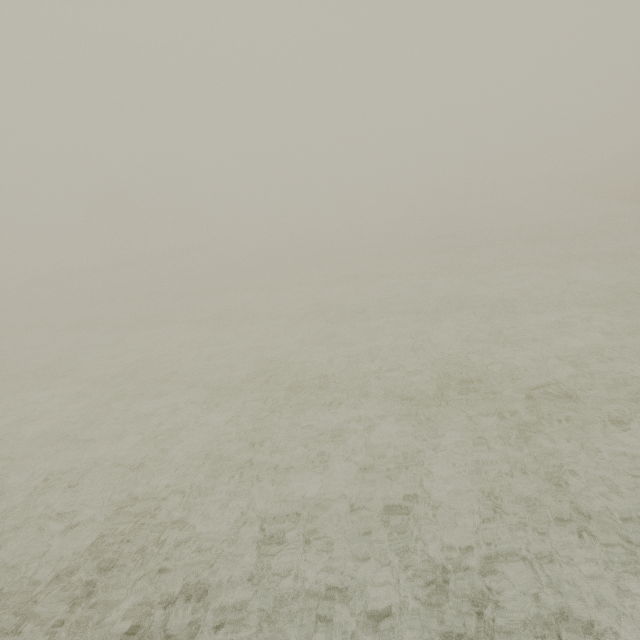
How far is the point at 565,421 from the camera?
6.2m
